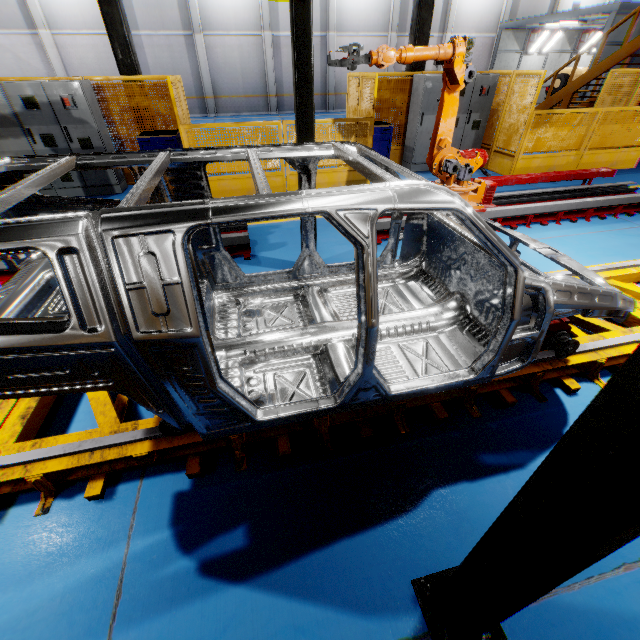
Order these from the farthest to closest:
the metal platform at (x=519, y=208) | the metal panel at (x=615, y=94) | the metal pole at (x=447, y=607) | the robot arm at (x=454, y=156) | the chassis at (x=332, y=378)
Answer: the metal panel at (x=615, y=94), the metal platform at (x=519, y=208), the robot arm at (x=454, y=156), the chassis at (x=332, y=378), the metal pole at (x=447, y=607)

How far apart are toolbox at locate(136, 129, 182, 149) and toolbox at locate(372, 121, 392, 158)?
4.3m

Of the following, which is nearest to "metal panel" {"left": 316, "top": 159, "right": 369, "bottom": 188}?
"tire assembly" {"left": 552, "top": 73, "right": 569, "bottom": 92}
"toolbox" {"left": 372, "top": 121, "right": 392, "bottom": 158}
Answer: Answer: "toolbox" {"left": 372, "top": 121, "right": 392, "bottom": 158}

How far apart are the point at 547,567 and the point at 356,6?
27.21m

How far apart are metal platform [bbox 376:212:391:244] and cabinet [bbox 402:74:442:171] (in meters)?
3.02

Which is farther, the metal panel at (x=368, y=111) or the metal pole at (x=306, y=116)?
the metal panel at (x=368, y=111)

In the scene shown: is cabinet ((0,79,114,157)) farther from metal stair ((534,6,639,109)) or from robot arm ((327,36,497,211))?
metal stair ((534,6,639,109))

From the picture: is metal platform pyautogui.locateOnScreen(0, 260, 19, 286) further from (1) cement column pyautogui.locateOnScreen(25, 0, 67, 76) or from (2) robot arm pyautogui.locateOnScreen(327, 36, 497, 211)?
(1) cement column pyautogui.locateOnScreen(25, 0, 67, 76)
